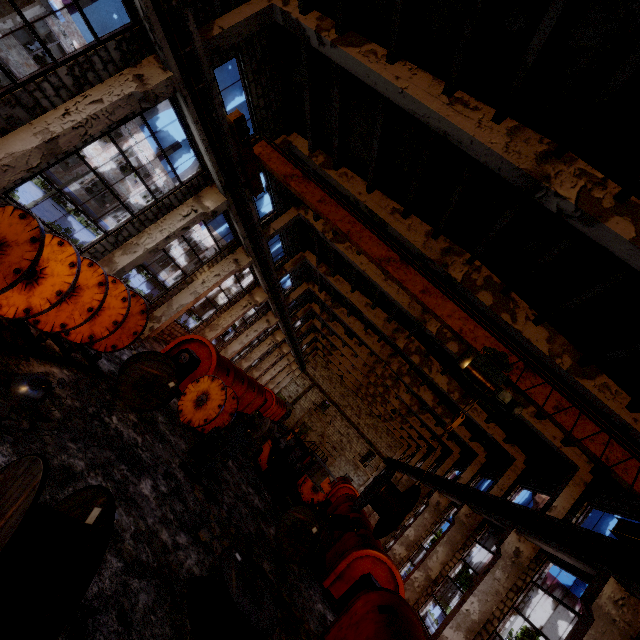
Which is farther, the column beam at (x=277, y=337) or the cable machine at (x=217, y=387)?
the column beam at (x=277, y=337)

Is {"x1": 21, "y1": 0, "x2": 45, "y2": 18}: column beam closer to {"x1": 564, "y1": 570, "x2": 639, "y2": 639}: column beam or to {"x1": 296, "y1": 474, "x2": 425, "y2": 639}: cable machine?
{"x1": 296, "y1": 474, "x2": 425, "y2": 639}: cable machine

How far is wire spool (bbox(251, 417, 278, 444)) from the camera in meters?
20.2 m

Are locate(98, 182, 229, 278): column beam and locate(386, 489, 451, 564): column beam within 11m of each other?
no

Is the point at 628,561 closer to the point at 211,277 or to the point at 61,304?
the point at 61,304

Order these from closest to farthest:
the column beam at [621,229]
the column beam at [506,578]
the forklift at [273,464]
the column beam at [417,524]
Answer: the column beam at [621,229], the column beam at [506,578], the forklift at [273,464], the column beam at [417,524]

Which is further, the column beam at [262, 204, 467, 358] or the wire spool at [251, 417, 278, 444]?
the wire spool at [251, 417, 278, 444]

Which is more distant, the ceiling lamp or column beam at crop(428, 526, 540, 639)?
column beam at crop(428, 526, 540, 639)
